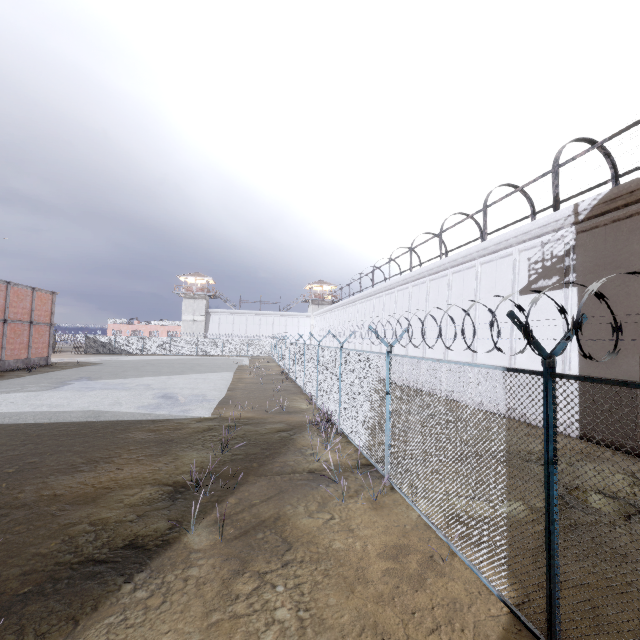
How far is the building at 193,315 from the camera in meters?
58.4

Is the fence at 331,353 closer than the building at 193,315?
Yes

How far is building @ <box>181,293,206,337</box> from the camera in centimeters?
5841cm

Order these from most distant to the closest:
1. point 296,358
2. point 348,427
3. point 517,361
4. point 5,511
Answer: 1. point 296,358
2. point 517,361
3. point 348,427
4. point 5,511

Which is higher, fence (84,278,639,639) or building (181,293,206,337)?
building (181,293,206,337)

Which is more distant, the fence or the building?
the building
